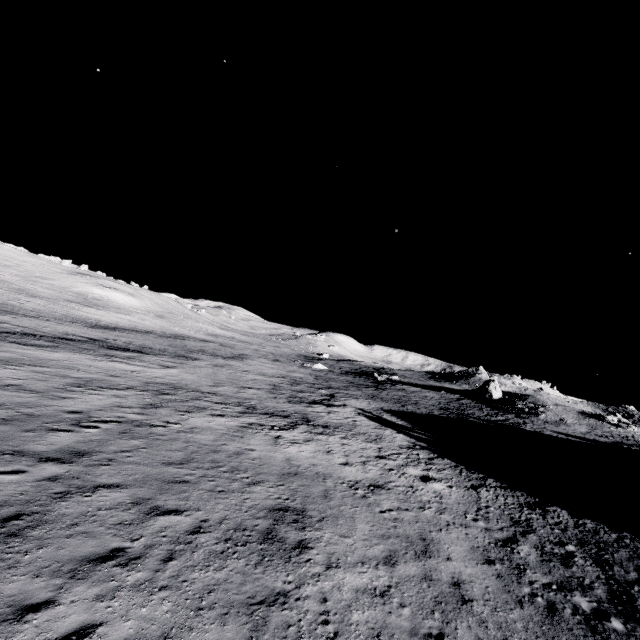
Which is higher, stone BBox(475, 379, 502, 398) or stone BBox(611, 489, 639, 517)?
stone BBox(475, 379, 502, 398)

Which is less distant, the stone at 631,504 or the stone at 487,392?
the stone at 631,504

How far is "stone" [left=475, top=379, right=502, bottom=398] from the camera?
55.47m

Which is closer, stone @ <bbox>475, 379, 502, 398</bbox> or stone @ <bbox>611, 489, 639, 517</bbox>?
stone @ <bbox>611, 489, 639, 517</bbox>

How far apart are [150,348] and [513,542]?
40.4 meters

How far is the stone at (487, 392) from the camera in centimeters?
5547cm
